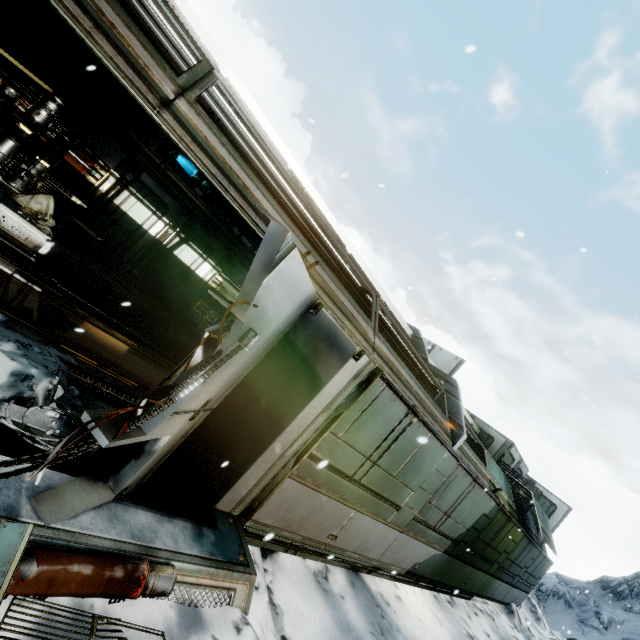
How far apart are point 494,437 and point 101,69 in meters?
16.5 m

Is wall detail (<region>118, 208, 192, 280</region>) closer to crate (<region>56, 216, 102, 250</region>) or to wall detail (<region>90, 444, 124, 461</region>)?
crate (<region>56, 216, 102, 250</region>)

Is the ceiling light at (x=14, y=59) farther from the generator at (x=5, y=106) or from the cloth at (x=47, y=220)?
the cloth at (x=47, y=220)

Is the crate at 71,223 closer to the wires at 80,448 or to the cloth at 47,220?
the cloth at 47,220

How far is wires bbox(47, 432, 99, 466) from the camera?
2.2 meters

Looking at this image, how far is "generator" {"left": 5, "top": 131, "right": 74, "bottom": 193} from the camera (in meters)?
6.85

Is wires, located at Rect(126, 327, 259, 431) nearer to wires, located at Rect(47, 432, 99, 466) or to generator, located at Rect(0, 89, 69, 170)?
wires, located at Rect(47, 432, 99, 466)
